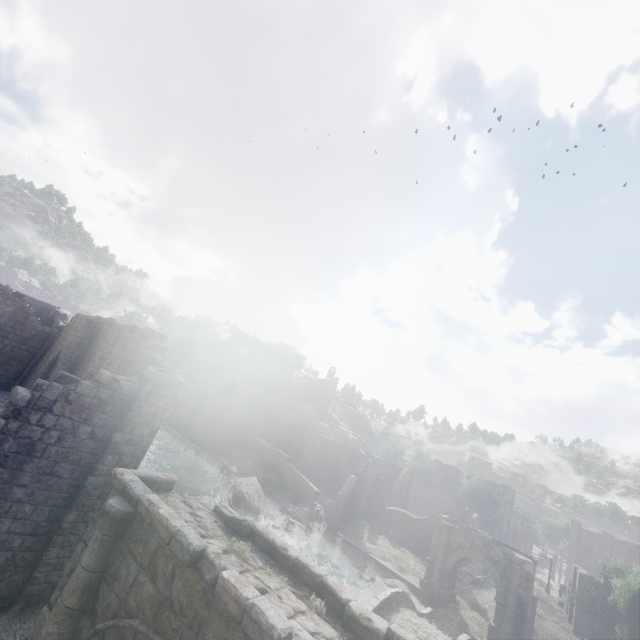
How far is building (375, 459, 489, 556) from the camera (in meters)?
38.57

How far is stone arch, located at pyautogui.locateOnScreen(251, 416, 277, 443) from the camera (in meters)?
51.66

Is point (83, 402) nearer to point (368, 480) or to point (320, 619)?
point (320, 619)

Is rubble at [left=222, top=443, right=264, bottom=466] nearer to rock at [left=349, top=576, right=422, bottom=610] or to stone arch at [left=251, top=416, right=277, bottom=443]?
stone arch at [left=251, top=416, right=277, bottom=443]

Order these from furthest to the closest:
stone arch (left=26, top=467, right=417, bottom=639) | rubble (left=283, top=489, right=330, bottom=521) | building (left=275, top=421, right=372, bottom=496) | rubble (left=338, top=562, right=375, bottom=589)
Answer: building (left=275, top=421, right=372, bottom=496)
rubble (left=283, top=489, right=330, bottom=521)
rubble (left=338, top=562, right=375, bottom=589)
stone arch (left=26, top=467, right=417, bottom=639)

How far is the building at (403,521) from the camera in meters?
38.6 m

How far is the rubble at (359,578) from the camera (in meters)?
26.62
